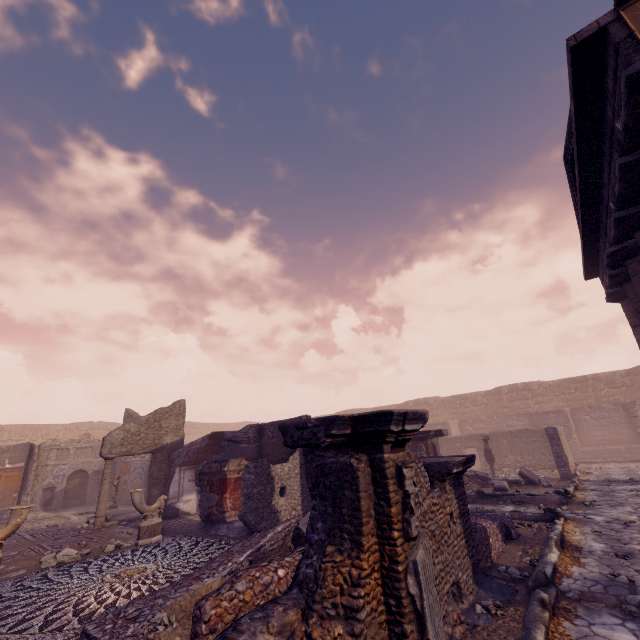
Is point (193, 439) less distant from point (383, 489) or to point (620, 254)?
point (383, 489)

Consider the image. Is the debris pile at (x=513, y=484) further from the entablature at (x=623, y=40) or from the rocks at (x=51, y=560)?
the rocks at (x=51, y=560)

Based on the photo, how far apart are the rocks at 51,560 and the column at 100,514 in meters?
2.8

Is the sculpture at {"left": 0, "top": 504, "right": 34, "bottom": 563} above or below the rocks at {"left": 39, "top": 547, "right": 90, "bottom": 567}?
above

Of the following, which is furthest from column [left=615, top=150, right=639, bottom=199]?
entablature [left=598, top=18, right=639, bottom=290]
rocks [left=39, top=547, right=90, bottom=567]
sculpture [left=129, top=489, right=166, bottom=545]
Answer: rocks [left=39, top=547, right=90, bottom=567]

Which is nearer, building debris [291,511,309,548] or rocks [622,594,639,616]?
rocks [622,594,639,616]

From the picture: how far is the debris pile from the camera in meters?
9.1 m

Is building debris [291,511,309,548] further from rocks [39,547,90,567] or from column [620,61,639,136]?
rocks [39,547,90,567]
